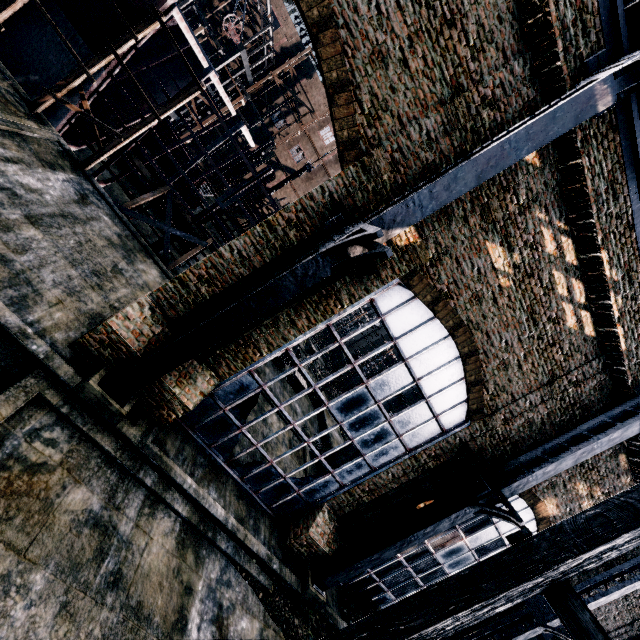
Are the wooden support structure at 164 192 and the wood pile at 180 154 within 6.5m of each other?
no

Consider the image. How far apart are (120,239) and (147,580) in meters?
14.6

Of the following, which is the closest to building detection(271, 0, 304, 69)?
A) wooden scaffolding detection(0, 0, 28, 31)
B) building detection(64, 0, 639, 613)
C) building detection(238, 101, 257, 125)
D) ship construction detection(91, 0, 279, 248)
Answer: building detection(238, 101, 257, 125)

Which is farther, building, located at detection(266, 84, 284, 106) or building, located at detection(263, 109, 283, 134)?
building, located at detection(266, 84, 284, 106)

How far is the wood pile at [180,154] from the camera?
27.7 meters

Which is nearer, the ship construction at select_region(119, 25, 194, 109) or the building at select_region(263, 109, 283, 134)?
the ship construction at select_region(119, 25, 194, 109)

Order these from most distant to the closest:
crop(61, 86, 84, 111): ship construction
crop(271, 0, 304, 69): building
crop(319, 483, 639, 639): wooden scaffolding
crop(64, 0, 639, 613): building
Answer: crop(271, 0, 304, 69): building < crop(61, 86, 84, 111): ship construction < crop(64, 0, 639, 613): building < crop(319, 483, 639, 639): wooden scaffolding

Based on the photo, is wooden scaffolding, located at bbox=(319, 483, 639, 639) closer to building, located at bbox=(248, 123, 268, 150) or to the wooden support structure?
the wooden support structure
